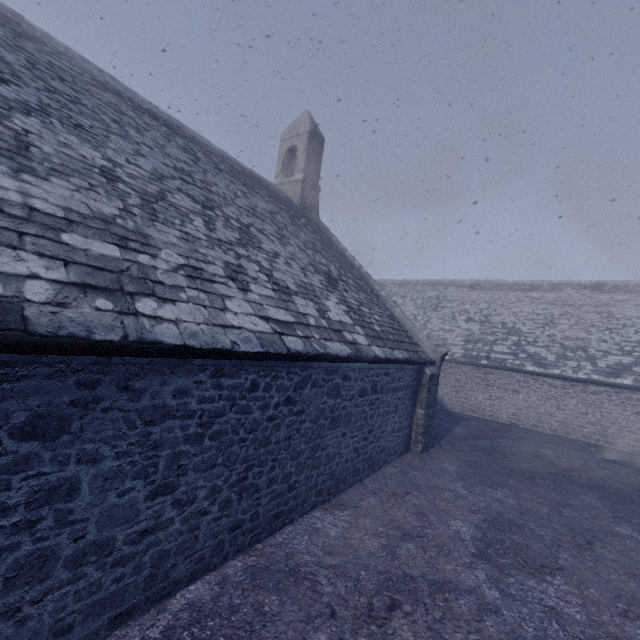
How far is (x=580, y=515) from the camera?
7.11m
